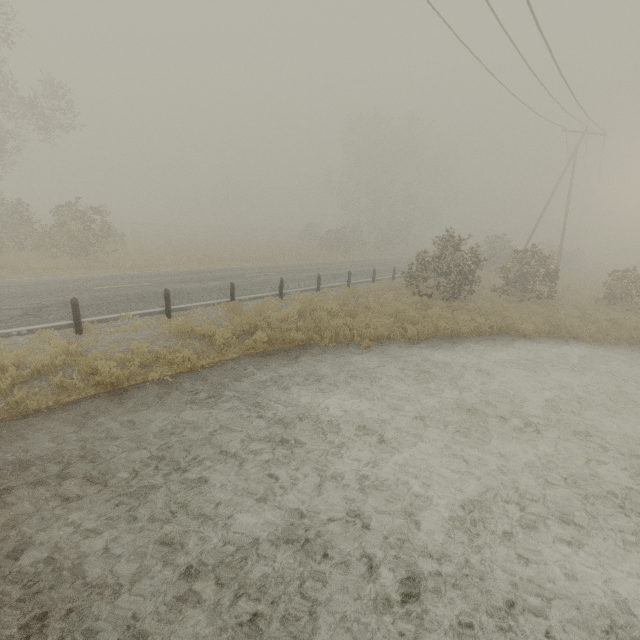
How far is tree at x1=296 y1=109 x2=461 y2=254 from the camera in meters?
41.6

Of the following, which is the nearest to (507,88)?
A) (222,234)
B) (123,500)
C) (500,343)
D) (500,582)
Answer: (500,343)

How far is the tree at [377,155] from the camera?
41.6m
